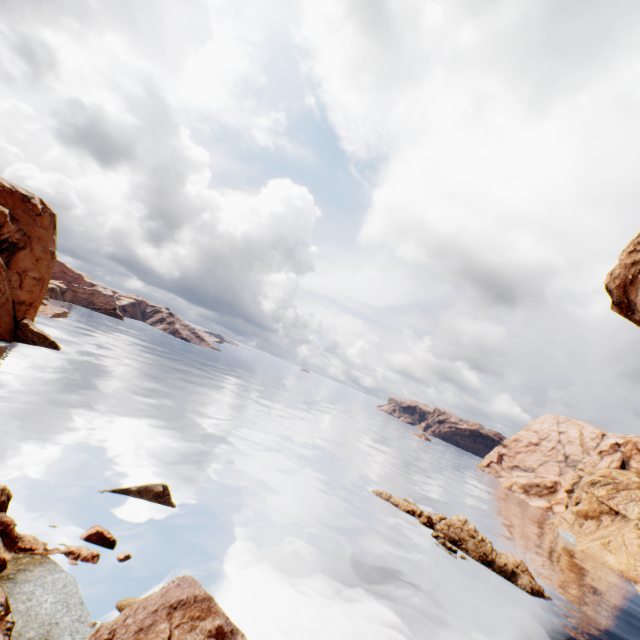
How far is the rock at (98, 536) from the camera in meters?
14.8 m

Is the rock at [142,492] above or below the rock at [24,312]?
below

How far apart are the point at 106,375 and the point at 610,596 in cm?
6518

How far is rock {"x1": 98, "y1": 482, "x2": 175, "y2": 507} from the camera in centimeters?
1922cm

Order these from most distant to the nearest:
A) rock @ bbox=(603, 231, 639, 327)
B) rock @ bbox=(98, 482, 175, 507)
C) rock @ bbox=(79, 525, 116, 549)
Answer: rock @ bbox=(603, 231, 639, 327) < rock @ bbox=(98, 482, 175, 507) < rock @ bbox=(79, 525, 116, 549)

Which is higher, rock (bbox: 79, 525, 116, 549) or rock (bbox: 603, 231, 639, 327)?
rock (bbox: 603, 231, 639, 327)

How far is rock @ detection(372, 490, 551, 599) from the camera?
29.0m
